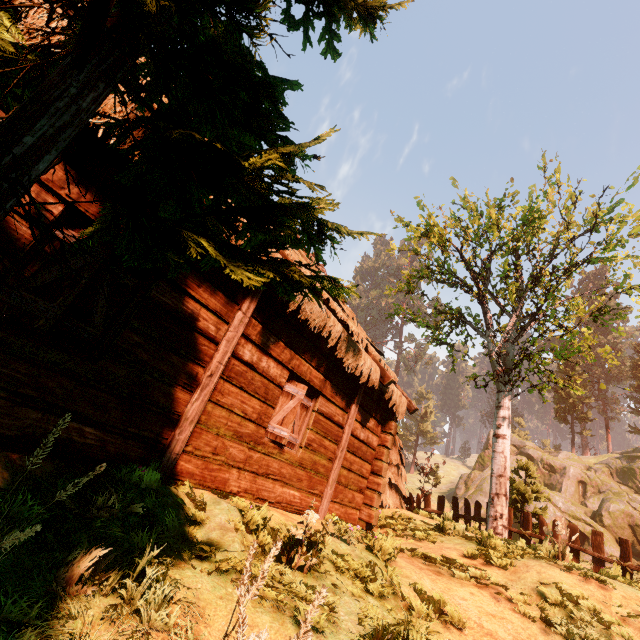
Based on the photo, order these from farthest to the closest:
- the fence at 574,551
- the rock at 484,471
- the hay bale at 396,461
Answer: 1. the rock at 484,471
2. the hay bale at 396,461
3. the fence at 574,551

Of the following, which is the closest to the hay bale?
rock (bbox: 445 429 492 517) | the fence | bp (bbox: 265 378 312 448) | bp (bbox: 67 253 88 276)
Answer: the fence

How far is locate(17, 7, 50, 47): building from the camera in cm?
275

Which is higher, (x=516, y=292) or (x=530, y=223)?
(x=530, y=223)

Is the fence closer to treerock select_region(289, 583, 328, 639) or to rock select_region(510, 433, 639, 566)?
treerock select_region(289, 583, 328, 639)

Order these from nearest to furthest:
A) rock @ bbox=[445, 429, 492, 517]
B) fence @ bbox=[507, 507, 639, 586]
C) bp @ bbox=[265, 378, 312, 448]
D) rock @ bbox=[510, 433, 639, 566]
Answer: bp @ bbox=[265, 378, 312, 448]
fence @ bbox=[507, 507, 639, 586]
rock @ bbox=[510, 433, 639, 566]
rock @ bbox=[445, 429, 492, 517]

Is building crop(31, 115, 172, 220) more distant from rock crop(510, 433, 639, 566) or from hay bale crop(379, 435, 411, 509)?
rock crop(510, 433, 639, 566)

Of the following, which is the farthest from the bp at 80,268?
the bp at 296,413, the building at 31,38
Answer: the bp at 296,413
